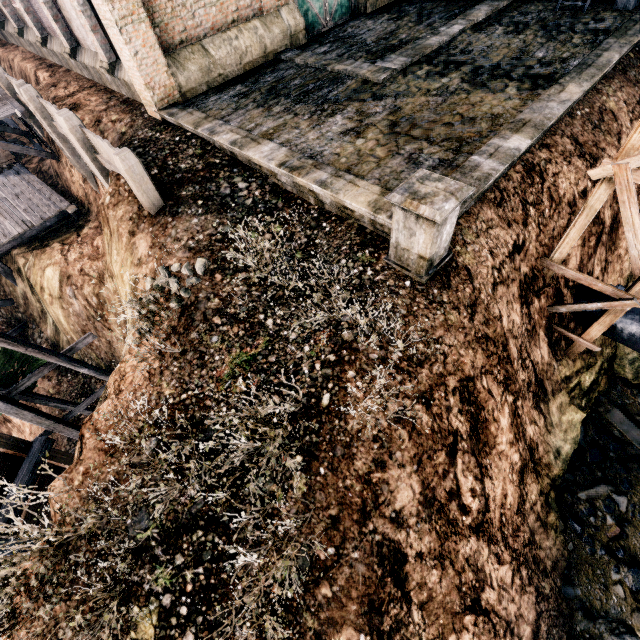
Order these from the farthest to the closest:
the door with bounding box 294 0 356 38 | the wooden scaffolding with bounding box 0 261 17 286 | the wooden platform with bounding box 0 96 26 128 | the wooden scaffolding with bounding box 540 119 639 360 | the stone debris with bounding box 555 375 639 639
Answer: the wooden scaffolding with bounding box 0 261 17 286 → the wooden platform with bounding box 0 96 26 128 → the door with bounding box 294 0 356 38 → the stone debris with bounding box 555 375 639 639 → the wooden scaffolding with bounding box 540 119 639 360

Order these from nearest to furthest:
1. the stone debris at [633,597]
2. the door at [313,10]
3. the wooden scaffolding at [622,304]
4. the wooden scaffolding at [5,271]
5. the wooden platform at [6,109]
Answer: the wooden scaffolding at [622,304] < the stone debris at [633,597] < the door at [313,10] < the wooden platform at [6,109] < the wooden scaffolding at [5,271]

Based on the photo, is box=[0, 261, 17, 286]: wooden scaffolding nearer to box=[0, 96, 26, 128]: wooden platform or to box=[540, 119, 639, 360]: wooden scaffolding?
box=[0, 96, 26, 128]: wooden platform

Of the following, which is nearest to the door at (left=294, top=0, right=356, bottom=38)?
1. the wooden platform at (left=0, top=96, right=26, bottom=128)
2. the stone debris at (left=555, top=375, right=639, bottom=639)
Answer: the wooden platform at (left=0, top=96, right=26, bottom=128)

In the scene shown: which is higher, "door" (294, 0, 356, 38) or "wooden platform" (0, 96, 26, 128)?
"door" (294, 0, 356, 38)

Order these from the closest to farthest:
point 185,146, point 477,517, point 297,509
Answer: point 297,509 < point 477,517 < point 185,146

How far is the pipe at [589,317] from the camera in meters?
11.3 m

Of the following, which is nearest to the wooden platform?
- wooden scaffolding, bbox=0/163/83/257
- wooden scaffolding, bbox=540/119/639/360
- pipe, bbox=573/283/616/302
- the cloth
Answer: wooden scaffolding, bbox=0/163/83/257
